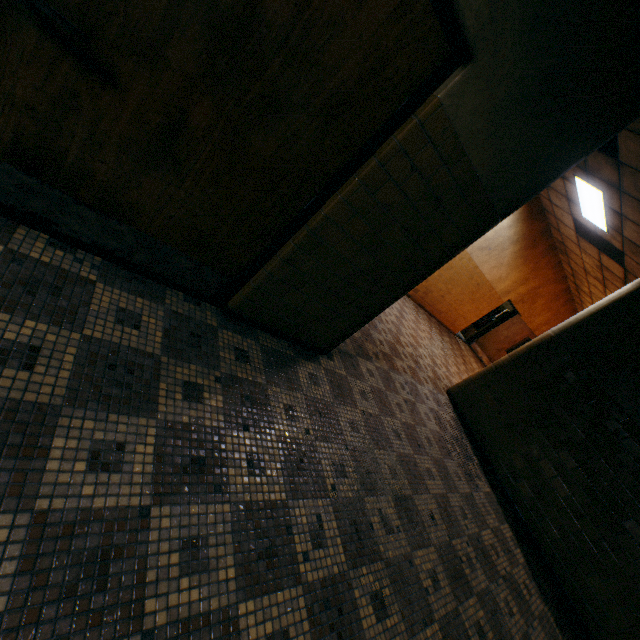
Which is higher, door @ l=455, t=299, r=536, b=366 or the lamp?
the lamp

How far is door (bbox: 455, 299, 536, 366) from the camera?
12.2 meters

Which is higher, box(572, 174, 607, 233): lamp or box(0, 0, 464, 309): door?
box(572, 174, 607, 233): lamp

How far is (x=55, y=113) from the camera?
1.4 meters

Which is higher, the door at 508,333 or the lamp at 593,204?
the lamp at 593,204

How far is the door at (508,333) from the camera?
12.2 meters

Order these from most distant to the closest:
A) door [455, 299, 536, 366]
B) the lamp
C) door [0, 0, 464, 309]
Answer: door [455, 299, 536, 366] < the lamp < door [0, 0, 464, 309]

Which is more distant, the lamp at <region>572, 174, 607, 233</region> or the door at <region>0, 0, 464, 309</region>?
the lamp at <region>572, 174, 607, 233</region>
